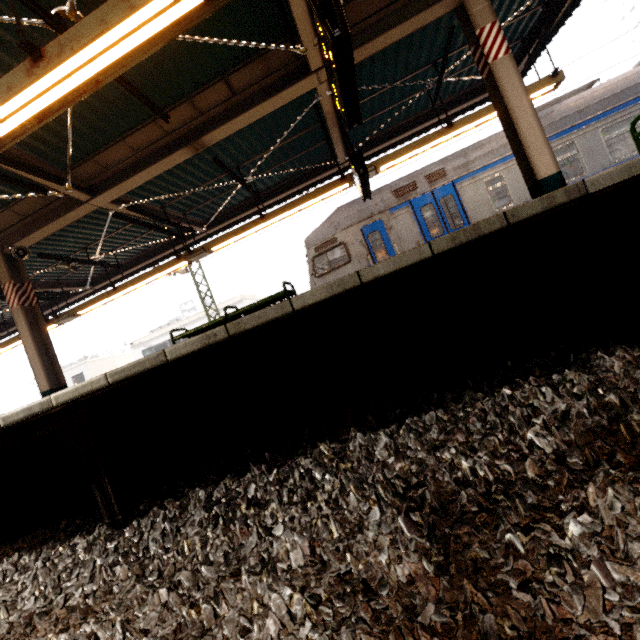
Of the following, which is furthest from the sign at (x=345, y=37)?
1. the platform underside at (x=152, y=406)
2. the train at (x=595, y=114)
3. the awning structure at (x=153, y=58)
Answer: the train at (x=595, y=114)

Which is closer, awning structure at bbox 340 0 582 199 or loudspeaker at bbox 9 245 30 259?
awning structure at bbox 340 0 582 199

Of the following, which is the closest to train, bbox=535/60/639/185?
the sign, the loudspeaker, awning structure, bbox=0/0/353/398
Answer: awning structure, bbox=0/0/353/398

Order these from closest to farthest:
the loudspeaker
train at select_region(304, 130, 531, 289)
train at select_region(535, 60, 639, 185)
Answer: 1. the loudspeaker
2. train at select_region(535, 60, 639, 185)
3. train at select_region(304, 130, 531, 289)

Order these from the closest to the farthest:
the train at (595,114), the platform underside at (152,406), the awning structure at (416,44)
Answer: the platform underside at (152,406) → the awning structure at (416,44) → the train at (595,114)

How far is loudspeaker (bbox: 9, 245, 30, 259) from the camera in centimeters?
646cm

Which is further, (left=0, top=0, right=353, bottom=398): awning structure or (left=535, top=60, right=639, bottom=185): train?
(left=535, top=60, right=639, bottom=185): train

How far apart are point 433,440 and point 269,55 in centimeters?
600cm
